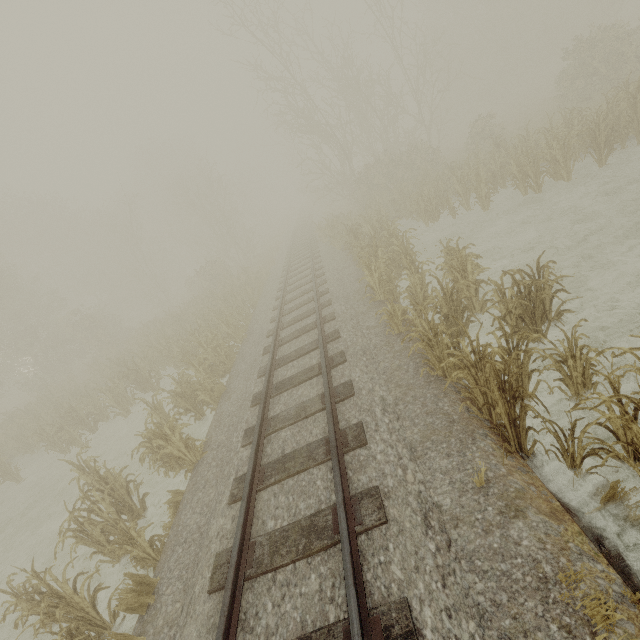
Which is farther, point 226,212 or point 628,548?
point 226,212
